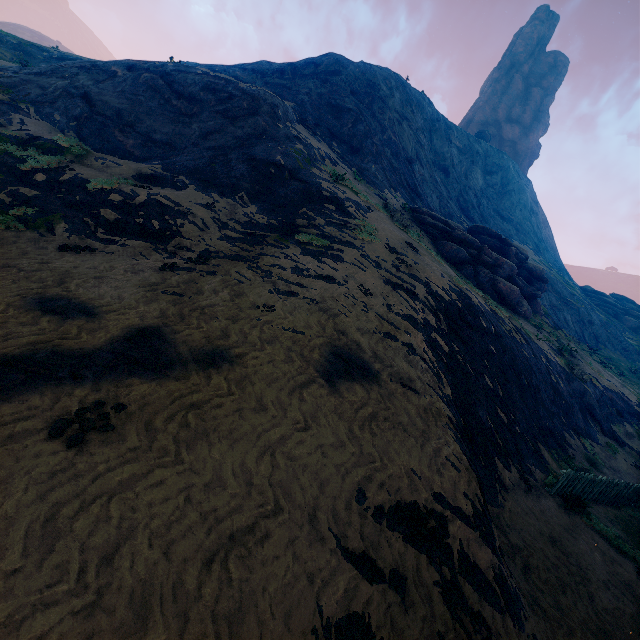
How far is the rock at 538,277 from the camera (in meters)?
21.78

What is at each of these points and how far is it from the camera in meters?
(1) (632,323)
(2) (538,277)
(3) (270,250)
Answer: (1) rock, 45.3 m
(2) rock, 27.2 m
(3) z, 11.3 m

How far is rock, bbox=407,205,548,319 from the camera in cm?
2178

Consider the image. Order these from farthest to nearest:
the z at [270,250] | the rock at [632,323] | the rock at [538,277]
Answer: the rock at [632,323], the rock at [538,277], the z at [270,250]

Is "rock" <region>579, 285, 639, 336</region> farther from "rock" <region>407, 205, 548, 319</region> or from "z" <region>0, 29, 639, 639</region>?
"rock" <region>407, 205, 548, 319</region>

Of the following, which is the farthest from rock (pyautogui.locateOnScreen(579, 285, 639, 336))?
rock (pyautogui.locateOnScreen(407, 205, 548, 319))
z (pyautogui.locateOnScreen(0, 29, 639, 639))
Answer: rock (pyautogui.locateOnScreen(407, 205, 548, 319))
